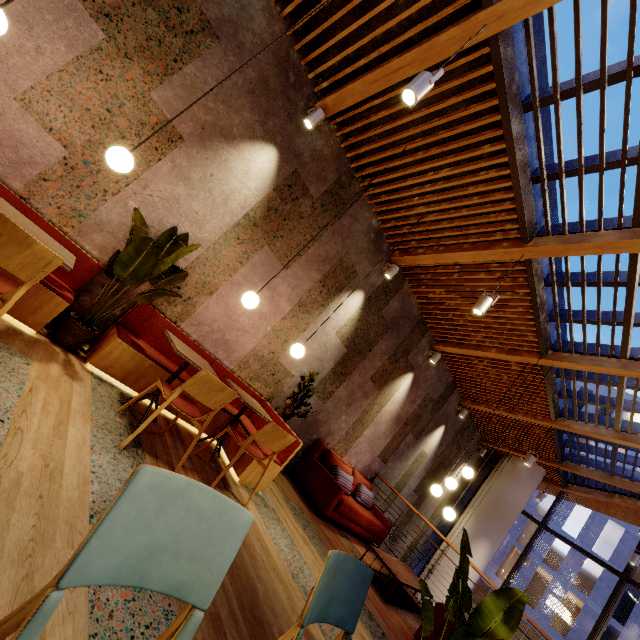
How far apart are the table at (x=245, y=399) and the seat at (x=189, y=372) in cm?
16

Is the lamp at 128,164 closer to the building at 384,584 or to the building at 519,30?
the building at 384,584

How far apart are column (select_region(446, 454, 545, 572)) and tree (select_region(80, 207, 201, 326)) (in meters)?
10.82

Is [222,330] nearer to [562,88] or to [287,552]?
[287,552]

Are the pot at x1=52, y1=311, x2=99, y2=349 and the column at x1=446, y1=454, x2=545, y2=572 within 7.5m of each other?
no

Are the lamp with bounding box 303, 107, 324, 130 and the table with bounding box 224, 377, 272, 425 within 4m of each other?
yes

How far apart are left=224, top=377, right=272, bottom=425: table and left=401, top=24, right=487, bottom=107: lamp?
3.3 meters

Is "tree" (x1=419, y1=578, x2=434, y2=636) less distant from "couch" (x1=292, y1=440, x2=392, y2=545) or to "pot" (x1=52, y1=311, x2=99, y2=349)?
"couch" (x1=292, y1=440, x2=392, y2=545)
